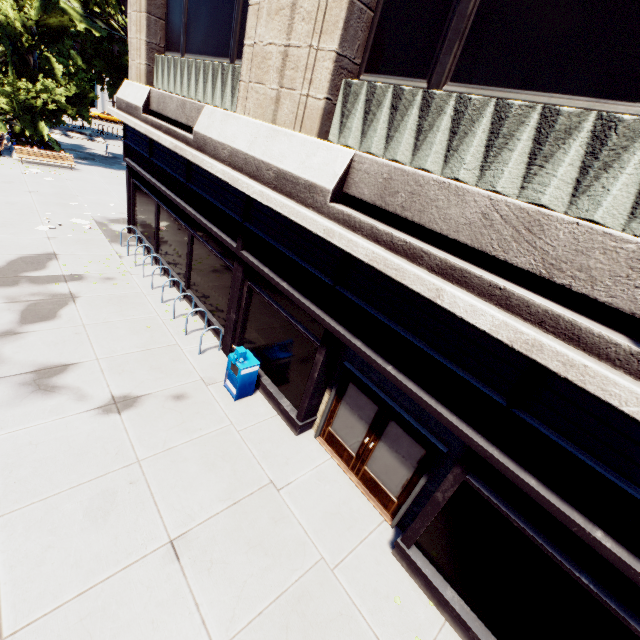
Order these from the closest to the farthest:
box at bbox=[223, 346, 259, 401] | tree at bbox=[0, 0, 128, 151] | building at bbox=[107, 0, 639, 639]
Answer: building at bbox=[107, 0, 639, 639]
box at bbox=[223, 346, 259, 401]
tree at bbox=[0, 0, 128, 151]

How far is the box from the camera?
7.78m

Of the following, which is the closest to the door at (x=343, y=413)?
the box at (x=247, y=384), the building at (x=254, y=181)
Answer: the building at (x=254, y=181)

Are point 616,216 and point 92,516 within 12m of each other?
yes

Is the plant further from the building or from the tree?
the building

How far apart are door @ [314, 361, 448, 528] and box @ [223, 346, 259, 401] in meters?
1.9 m

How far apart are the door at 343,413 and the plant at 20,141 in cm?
2806

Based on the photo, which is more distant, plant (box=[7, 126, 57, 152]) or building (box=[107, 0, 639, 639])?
plant (box=[7, 126, 57, 152])
